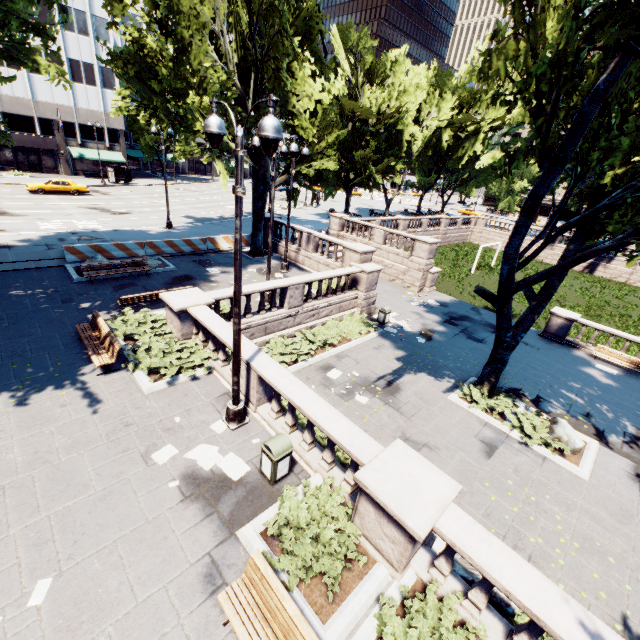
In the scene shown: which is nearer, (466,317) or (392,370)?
(392,370)

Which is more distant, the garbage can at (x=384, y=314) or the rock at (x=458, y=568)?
the garbage can at (x=384, y=314)

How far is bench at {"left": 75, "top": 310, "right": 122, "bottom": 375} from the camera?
9.8 meters

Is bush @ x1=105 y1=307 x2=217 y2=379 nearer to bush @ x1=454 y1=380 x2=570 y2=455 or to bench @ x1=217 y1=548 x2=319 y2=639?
bench @ x1=217 y1=548 x2=319 y2=639

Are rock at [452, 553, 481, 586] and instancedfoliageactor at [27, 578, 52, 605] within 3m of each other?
no

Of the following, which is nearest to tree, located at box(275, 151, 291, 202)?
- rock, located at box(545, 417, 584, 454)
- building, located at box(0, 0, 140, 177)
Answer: building, located at box(0, 0, 140, 177)

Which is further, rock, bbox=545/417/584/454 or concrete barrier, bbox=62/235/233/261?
concrete barrier, bbox=62/235/233/261

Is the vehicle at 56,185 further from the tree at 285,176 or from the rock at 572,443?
the rock at 572,443
